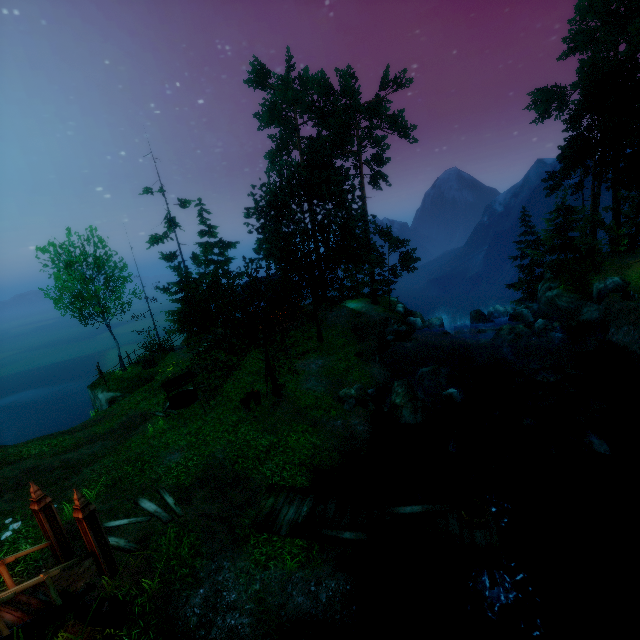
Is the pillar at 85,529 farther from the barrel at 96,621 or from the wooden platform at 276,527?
the wooden platform at 276,527

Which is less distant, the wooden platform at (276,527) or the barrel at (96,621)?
the barrel at (96,621)

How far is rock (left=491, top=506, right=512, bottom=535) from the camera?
10.3m

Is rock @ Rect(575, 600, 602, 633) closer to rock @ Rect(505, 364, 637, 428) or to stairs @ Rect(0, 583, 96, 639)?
rock @ Rect(505, 364, 637, 428)

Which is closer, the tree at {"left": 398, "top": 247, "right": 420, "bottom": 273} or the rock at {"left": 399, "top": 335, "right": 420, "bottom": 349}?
the rock at {"left": 399, "top": 335, "right": 420, "bottom": 349}

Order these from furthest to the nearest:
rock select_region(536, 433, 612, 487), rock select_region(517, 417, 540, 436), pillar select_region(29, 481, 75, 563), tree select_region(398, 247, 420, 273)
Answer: tree select_region(398, 247, 420, 273) → rock select_region(517, 417, 540, 436) → rock select_region(536, 433, 612, 487) → pillar select_region(29, 481, 75, 563)

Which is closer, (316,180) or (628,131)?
(628,131)

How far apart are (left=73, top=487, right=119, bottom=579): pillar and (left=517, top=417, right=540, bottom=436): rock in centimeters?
1636cm
